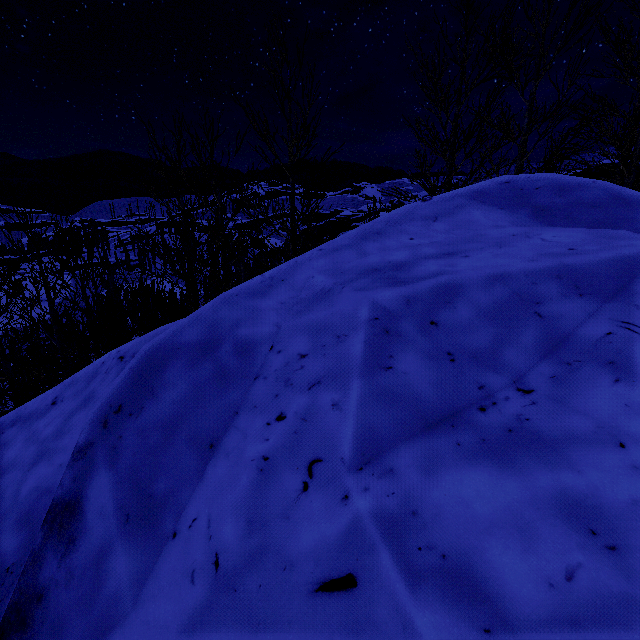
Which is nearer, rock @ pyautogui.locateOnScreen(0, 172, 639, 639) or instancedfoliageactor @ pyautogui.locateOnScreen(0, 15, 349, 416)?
rock @ pyautogui.locateOnScreen(0, 172, 639, 639)

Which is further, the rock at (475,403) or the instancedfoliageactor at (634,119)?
the instancedfoliageactor at (634,119)

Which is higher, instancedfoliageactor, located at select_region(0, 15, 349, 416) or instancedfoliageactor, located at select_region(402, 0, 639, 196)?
instancedfoliageactor, located at select_region(402, 0, 639, 196)

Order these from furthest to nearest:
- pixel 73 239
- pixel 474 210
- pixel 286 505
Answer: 1. pixel 73 239
2. pixel 474 210
3. pixel 286 505

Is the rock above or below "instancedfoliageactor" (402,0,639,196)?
below
